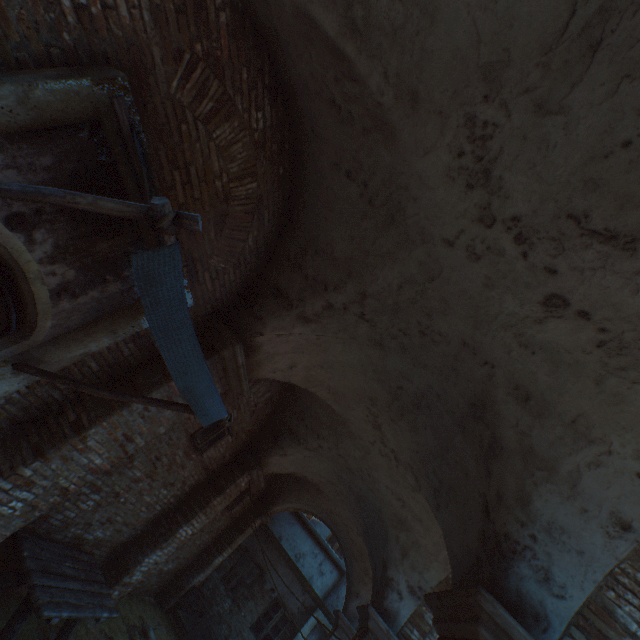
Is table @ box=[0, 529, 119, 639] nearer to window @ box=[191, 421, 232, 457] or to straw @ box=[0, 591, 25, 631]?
straw @ box=[0, 591, 25, 631]

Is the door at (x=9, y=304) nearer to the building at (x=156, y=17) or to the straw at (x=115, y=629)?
the building at (x=156, y=17)

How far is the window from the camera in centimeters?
631cm

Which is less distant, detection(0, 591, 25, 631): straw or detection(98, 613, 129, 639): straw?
detection(0, 591, 25, 631): straw

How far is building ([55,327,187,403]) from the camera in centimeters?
376cm

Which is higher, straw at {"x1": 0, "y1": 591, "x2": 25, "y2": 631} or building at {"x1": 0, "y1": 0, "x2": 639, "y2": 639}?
building at {"x1": 0, "y1": 0, "x2": 639, "y2": 639}

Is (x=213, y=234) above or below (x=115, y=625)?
above

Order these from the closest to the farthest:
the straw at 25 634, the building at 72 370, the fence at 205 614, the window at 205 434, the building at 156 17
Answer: the building at 156 17, the building at 72 370, the straw at 25 634, the window at 205 434, the fence at 205 614
